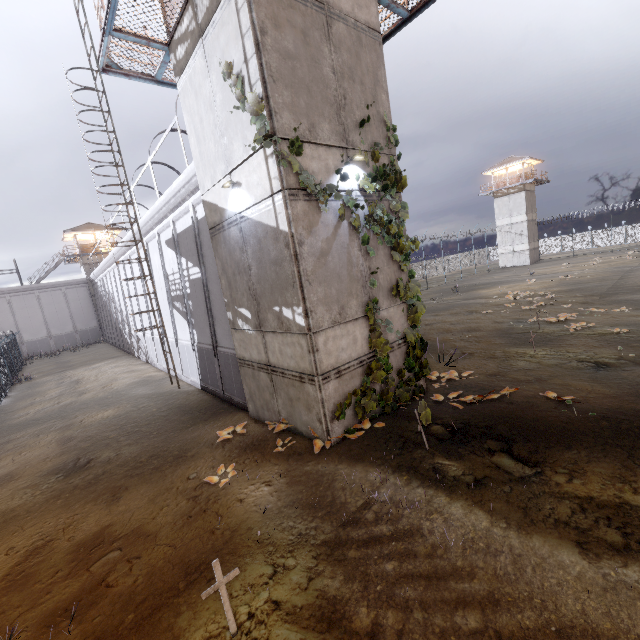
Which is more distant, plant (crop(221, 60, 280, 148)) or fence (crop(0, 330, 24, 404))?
fence (crop(0, 330, 24, 404))

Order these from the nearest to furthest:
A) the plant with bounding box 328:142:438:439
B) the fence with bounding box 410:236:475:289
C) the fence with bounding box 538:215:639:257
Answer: the plant with bounding box 328:142:438:439
the fence with bounding box 410:236:475:289
the fence with bounding box 538:215:639:257

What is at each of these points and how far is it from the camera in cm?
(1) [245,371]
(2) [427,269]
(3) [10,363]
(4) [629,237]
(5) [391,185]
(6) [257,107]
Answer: (1) building, 988
(2) fence, 5022
(3) fence, 2453
(4) fence, 4859
(5) plant, 798
(6) plant, 627

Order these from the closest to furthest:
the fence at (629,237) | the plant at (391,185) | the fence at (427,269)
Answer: the plant at (391,185)
the fence at (427,269)
the fence at (629,237)

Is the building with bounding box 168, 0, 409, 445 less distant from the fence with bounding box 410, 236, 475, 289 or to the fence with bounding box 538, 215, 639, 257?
the fence with bounding box 538, 215, 639, 257

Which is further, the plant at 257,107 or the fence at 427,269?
the fence at 427,269

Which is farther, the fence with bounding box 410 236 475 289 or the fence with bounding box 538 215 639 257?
the fence with bounding box 538 215 639 257

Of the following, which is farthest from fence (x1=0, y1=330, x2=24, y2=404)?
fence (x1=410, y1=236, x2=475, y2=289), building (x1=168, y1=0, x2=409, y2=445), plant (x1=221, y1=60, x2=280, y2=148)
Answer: fence (x1=410, y1=236, x2=475, y2=289)
